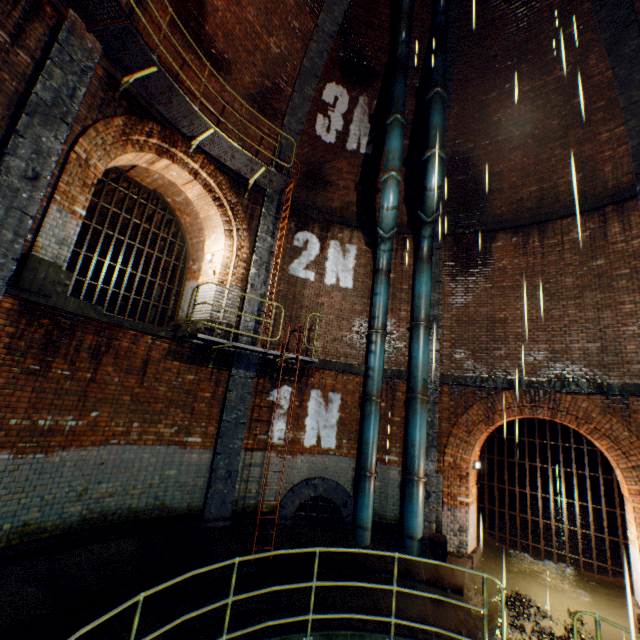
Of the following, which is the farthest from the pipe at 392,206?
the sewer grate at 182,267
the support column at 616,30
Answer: the sewer grate at 182,267

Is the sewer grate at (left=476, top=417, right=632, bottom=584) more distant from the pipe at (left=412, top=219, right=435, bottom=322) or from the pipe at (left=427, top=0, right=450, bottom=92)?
the pipe at (left=427, top=0, right=450, bottom=92)

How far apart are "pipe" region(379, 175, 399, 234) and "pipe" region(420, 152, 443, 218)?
0.60m

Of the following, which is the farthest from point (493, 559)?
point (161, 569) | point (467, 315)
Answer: point (161, 569)

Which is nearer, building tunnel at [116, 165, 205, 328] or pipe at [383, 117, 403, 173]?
pipe at [383, 117, 403, 173]

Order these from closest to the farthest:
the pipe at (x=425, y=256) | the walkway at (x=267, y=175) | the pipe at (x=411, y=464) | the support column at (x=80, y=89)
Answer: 1. the support column at (x=80, y=89)
2. the walkway at (x=267, y=175)
3. the pipe at (x=411, y=464)
4. the pipe at (x=425, y=256)

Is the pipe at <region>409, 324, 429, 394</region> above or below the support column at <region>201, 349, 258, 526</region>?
above

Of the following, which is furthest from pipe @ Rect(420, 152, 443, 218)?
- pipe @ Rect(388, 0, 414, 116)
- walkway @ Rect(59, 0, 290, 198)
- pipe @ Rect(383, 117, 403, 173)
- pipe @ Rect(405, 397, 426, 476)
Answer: walkway @ Rect(59, 0, 290, 198)
